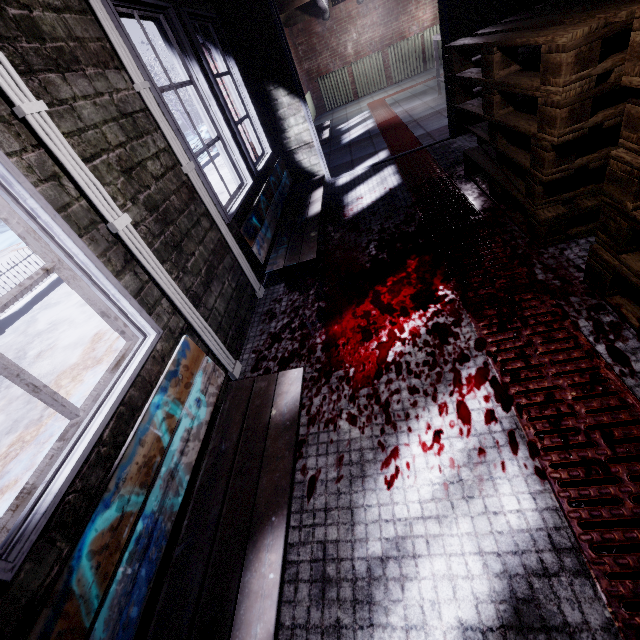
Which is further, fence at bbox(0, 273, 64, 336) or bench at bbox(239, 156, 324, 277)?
fence at bbox(0, 273, 64, 336)

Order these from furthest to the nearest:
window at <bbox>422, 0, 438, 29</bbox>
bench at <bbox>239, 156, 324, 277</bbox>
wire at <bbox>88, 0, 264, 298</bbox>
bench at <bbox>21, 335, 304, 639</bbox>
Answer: window at <bbox>422, 0, 438, 29</bbox> < bench at <bbox>239, 156, 324, 277</bbox> < wire at <bbox>88, 0, 264, 298</bbox> < bench at <bbox>21, 335, 304, 639</bbox>

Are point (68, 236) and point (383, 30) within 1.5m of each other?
no

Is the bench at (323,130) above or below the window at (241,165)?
below

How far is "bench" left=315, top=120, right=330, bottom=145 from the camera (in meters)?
5.18

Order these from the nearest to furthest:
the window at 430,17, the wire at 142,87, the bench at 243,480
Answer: the bench at 243,480 < the wire at 142,87 < the window at 430,17

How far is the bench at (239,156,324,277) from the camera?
2.4 meters

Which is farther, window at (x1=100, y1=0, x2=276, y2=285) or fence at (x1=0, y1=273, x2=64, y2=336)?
fence at (x1=0, y1=273, x2=64, y2=336)
